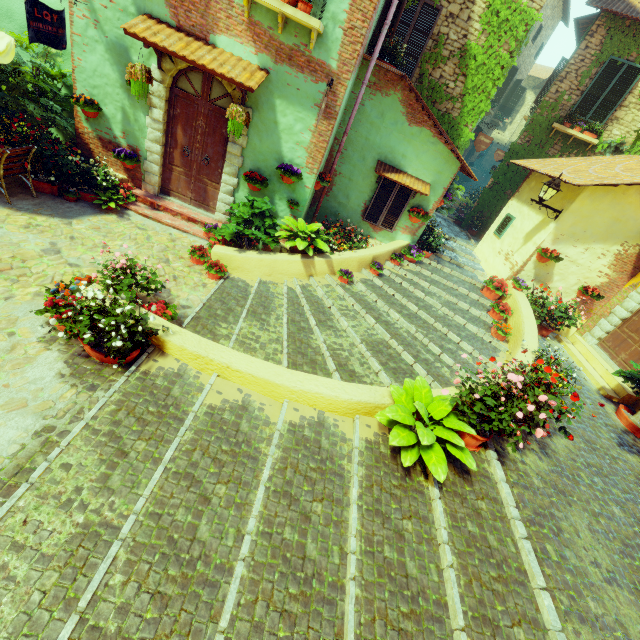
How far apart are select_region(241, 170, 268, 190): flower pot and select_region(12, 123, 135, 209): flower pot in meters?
3.2

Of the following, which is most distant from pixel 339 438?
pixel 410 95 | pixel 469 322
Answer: pixel 410 95

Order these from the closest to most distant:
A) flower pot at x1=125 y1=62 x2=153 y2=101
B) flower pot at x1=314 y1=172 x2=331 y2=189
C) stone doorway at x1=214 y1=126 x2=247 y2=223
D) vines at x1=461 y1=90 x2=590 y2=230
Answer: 1. flower pot at x1=125 y1=62 x2=153 y2=101
2. stone doorway at x1=214 y1=126 x2=247 y2=223
3. flower pot at x1=314 y1=172 x2=331 y2=189
4. vines at x1=461 y1=90 x2=590 y2=230

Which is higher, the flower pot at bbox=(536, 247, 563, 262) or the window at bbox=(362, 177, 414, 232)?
the flower pot at bbox=(536, 247, 563, 262)

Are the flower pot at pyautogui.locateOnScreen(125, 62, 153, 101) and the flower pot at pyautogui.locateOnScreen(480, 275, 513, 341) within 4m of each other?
no

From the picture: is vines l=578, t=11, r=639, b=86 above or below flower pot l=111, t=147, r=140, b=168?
above

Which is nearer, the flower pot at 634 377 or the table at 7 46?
the table at 7 46

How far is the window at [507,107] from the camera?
18.7m
